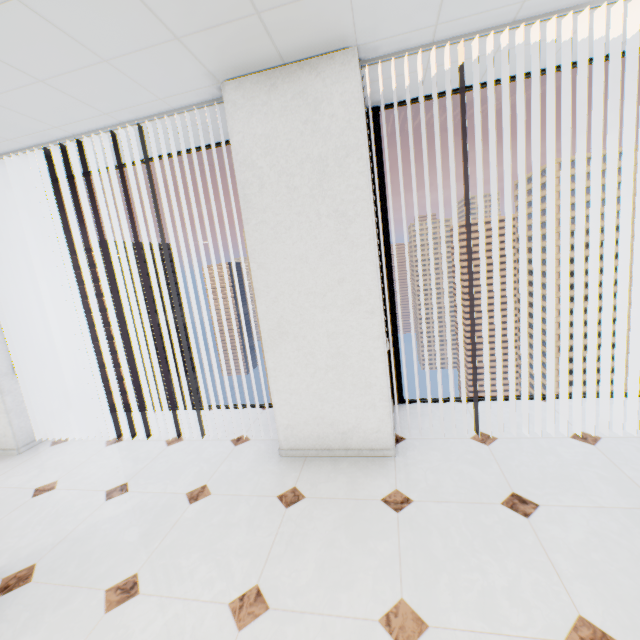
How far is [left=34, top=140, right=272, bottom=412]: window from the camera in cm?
367

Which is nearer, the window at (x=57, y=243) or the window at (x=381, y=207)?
the window at (x=381, y=207)

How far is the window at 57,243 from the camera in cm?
367

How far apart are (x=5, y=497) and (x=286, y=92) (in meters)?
4.01

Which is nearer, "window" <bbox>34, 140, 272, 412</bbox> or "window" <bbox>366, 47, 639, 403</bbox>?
"window" <bbox>366, 47, 639, 403</bbox>
